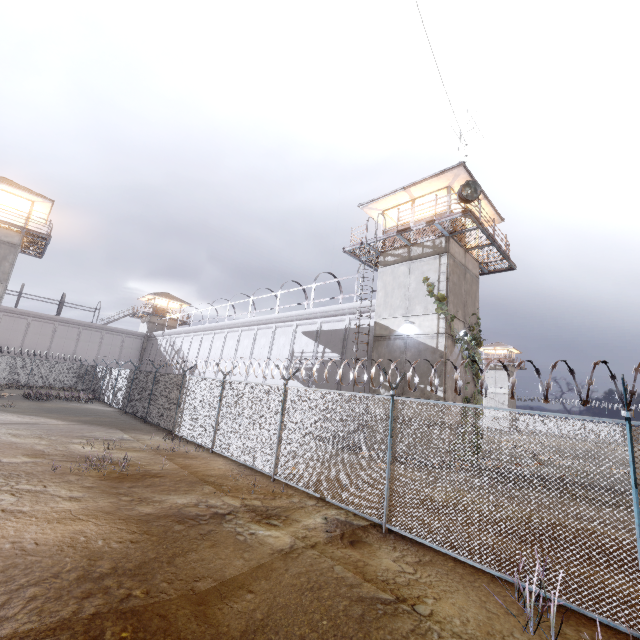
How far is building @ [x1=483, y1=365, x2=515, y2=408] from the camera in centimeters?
5459cm

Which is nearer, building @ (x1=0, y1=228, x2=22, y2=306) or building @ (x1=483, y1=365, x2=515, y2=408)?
building @ (x1=0, y1=228, x2=22, y2=306)

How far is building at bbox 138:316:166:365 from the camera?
45.8 meters

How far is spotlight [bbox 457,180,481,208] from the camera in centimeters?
1358cm

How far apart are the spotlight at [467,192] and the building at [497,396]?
50.5m

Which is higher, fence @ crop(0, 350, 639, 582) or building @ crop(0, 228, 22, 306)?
building @ crop(0, 228, 22, 306)

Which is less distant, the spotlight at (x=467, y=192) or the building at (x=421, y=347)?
the spotlight at (x=467, y=192)

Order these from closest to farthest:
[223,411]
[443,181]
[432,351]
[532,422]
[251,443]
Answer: [532,422] → [251,443] → [223,411] → [432,351] → [443,181]
